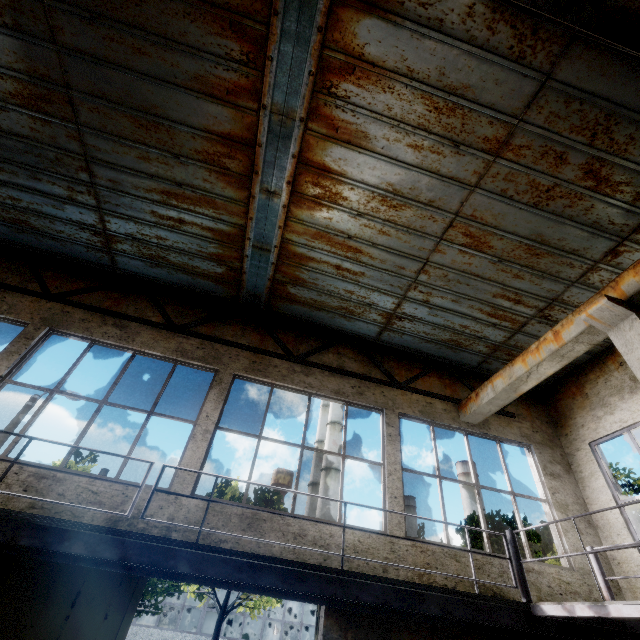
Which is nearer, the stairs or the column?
the stairs

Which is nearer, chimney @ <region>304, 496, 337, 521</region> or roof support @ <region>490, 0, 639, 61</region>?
roof support @ <region>490, 0, 639, 61</region>

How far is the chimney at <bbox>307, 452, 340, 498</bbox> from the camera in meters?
38.5

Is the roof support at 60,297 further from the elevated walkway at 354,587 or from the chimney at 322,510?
the chimney at 322,510

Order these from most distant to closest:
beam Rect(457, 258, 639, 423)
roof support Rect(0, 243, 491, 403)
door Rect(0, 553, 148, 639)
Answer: roof support Rect(0, 243, 491, 403) → beam Rect(457, 258, 639, 423) → door Rect(0, 553, 148, 639)

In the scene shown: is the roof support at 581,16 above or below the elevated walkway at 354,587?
above

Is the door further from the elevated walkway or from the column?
the column

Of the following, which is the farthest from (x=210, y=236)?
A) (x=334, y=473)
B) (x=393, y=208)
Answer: (x=334, y=473)
